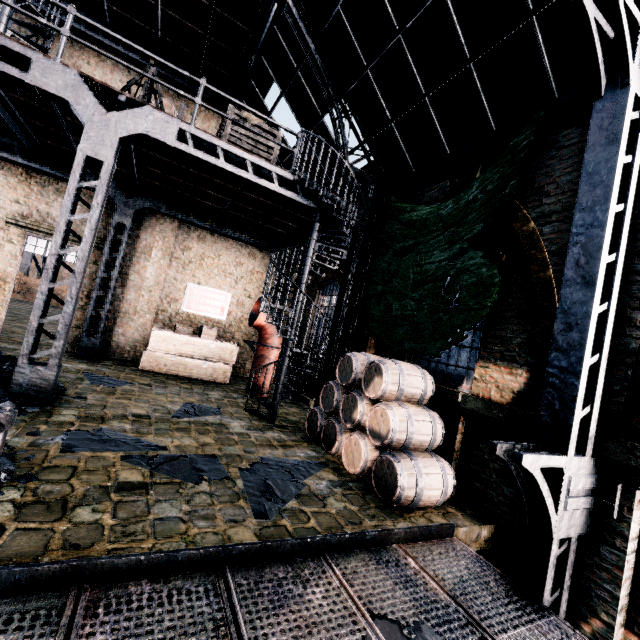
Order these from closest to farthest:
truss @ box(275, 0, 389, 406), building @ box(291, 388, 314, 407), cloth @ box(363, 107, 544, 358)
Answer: cloth @ box(363, 107, 544, 358)
truss @ box(275, 0, 389, 406)
building @ box(291, 388, 314, 407)

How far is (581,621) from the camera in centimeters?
410cm

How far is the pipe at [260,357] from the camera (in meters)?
11.38

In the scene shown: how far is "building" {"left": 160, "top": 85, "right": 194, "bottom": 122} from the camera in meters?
12.8

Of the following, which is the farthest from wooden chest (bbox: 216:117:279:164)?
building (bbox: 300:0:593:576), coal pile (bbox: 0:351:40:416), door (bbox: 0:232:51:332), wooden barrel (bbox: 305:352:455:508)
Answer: door (bbox: 0:232:51:332)

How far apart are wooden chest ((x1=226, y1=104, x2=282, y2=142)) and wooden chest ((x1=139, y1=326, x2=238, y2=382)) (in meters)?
6.92

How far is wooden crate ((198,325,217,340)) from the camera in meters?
12.4

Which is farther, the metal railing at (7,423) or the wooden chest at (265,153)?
the wooden chest at (265,153)
